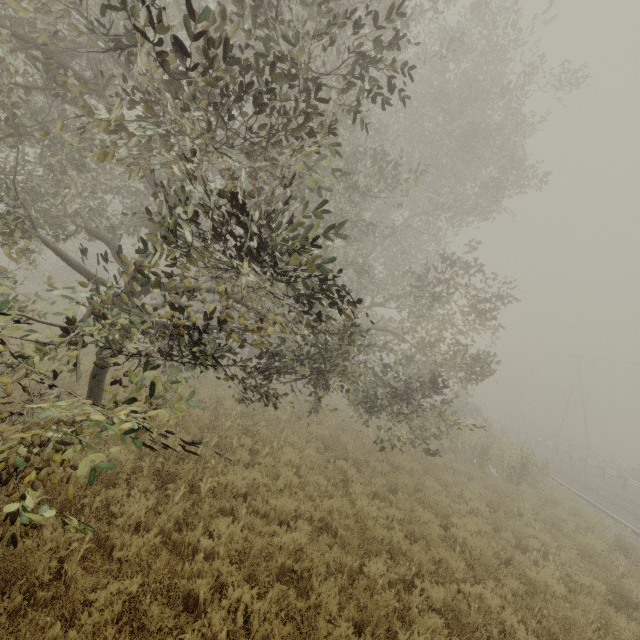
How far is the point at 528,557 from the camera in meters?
8.4 m
